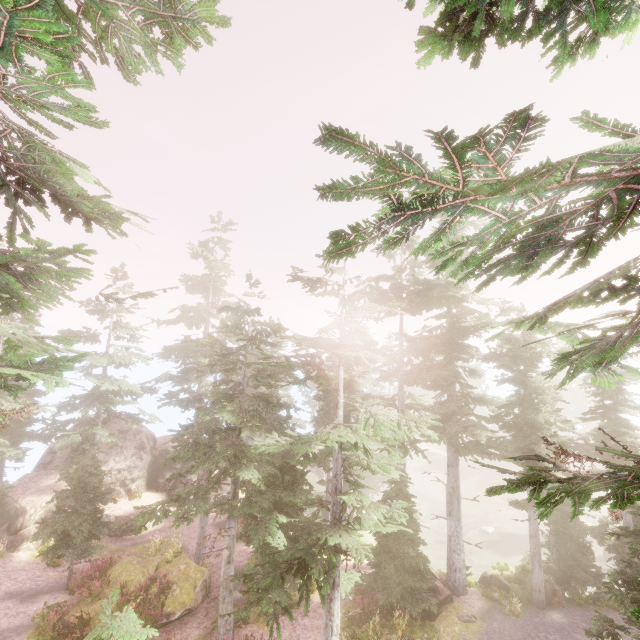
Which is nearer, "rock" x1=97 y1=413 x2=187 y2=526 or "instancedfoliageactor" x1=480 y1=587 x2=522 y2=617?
"instancedfoliageactor" x1=480 y1=587 x2=522 y2=617

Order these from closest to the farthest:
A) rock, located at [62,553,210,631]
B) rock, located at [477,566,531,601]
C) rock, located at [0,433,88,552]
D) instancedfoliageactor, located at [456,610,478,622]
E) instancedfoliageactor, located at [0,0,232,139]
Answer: instancedfoliageactor, located at [0,0,232,139] → rock, located at [62,553,210,631] → instancedfoliageactor, located at [456,610,478,622] → rock, located at [477,566,531,601] → rock, located at [0,433,88,552]

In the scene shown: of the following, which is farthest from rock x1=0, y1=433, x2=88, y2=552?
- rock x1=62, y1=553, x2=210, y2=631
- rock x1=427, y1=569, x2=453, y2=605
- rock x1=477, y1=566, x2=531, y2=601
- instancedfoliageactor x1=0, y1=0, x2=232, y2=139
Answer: rock x1=477, y1=566, x2=531, y2=601

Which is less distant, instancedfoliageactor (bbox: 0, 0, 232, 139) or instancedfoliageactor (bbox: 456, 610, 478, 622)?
instancedfoliageactor (bbox: 0, 0, 232, 139)

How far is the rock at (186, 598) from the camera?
15.44m

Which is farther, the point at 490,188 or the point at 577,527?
the point at 577,527

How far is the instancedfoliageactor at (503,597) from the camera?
17.1 meters

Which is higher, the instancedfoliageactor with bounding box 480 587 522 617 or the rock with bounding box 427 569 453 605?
the rock with bounding box 427 569 453 605
